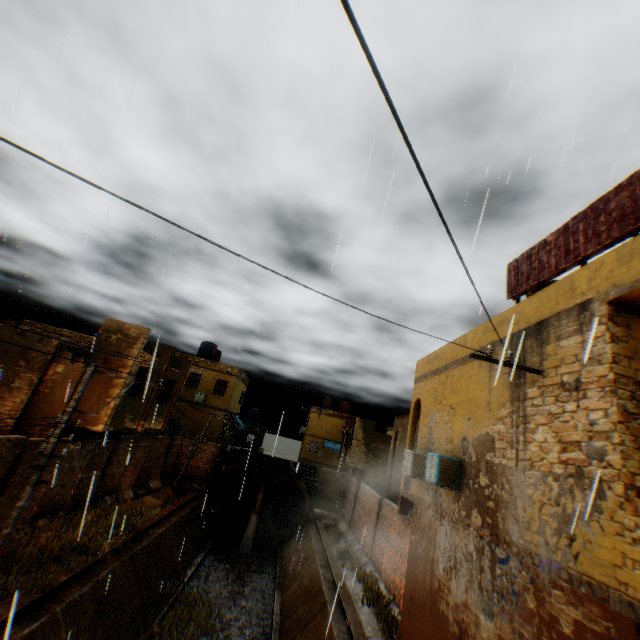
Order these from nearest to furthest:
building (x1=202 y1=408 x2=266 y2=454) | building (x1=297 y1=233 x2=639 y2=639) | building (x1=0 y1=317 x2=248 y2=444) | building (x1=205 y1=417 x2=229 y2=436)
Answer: building (x1=297 y1=233 x2=639 y2=639)
building (x1=0 y1=317 x2=248 y2=444)
building (x1=205 y1=417 x2=229 y2=436)
building (x1=202 y1=408 x2=266 y2=454)

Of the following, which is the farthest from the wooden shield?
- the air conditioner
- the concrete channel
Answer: the concrete channel

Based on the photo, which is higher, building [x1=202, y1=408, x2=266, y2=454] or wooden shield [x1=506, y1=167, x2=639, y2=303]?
wooden shield [x1=506, y1=167, x2=639, y2=303]

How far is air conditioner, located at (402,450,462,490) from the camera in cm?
913

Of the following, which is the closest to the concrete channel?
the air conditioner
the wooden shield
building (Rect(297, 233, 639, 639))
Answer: building (Rect(297, 233, 639, 639))

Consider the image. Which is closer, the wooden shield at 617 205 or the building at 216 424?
the wooden shield at 617 205

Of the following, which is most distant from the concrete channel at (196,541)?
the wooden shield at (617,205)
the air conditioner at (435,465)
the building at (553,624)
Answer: the wooden shield at (617,205)

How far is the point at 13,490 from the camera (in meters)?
A: 10.45
